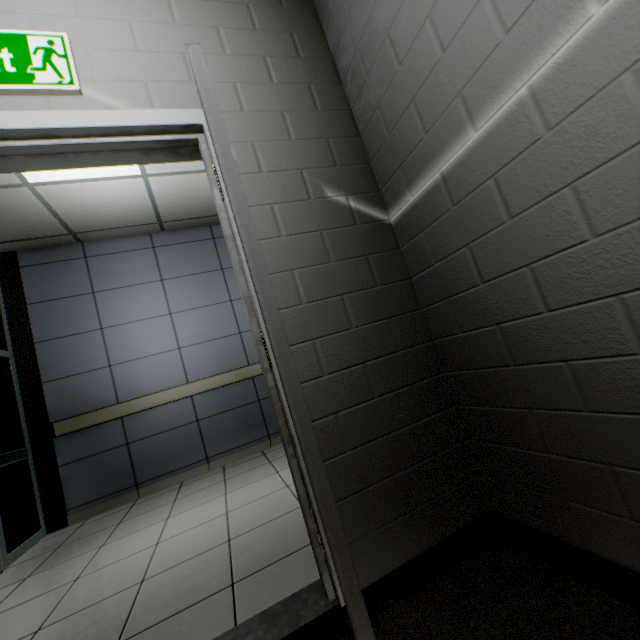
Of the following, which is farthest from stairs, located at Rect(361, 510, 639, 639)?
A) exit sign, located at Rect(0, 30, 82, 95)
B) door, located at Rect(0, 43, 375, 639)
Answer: exit sign, located at Rect(0, 30, 82, 95)

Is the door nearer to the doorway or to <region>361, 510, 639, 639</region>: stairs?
<region>361, 510, 639, 639</region>: stairs

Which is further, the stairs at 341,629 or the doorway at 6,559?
the doorway at 6,559

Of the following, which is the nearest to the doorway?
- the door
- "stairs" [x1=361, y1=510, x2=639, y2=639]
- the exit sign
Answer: "stairs" [x1=361, y1=510, x2=639, y2=639]

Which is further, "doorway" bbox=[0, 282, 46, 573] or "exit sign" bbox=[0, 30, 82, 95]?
"doorway" bbox=[0, 282, 46, 573]

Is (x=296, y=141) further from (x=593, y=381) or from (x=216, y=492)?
(x=216, y=492)
